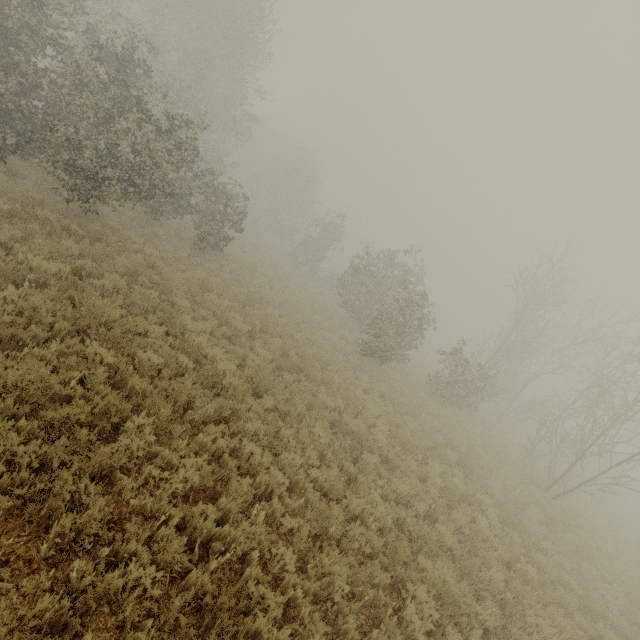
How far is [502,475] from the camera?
13.70m

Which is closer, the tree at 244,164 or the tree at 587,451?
the tree at 244,164

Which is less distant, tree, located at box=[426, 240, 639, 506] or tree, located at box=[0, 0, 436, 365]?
tree, located at box=[0, 0, 436, 365]
